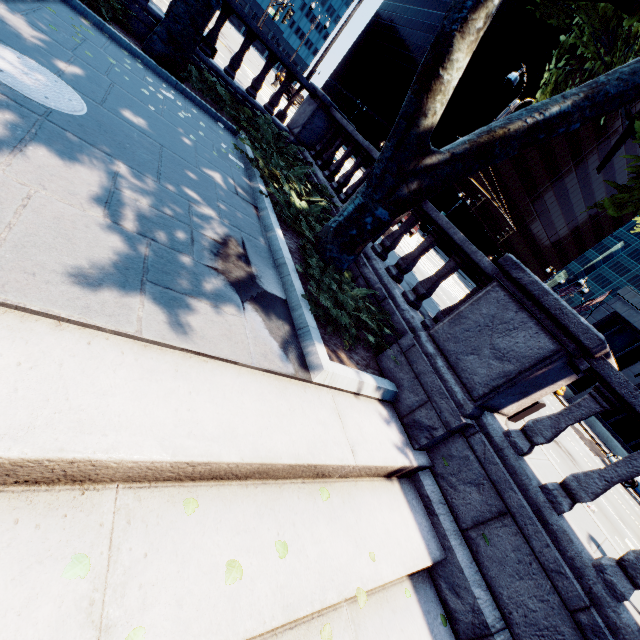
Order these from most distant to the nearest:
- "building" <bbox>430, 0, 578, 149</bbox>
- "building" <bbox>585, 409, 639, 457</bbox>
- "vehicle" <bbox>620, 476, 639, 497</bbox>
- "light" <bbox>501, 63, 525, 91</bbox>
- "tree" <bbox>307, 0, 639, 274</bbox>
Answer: "building" <bbox>430, 0, 578, 149</bbox>
"building" <bbox>585, 409, 639, 457</bbox>
"vehicle" <bbox>620, 476, 639, 497</bbox>
"light" <bbox>501, 63, 525, 91</bbox>
"tree" <bbox>307, 0, 639, 274</bbox>

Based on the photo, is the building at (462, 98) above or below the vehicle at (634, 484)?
above

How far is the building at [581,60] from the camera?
42.1 meters

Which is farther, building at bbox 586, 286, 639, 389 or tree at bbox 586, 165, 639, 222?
building at bbox 586, 286, 639, 389

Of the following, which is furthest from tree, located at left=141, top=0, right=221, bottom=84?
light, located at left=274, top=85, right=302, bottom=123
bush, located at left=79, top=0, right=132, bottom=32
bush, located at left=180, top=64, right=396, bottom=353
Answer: light, located at left=274, top=85, right=302, bottom=123

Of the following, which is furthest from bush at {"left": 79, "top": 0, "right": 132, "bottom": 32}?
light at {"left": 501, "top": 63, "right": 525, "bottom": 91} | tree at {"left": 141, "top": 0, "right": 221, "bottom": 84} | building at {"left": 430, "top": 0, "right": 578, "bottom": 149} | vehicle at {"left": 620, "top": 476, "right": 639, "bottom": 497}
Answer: building at {"left": 430, "top": 0, "right": 578, "bottom": 149}

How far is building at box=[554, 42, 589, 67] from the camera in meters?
42.1

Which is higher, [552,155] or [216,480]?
[552,155]
